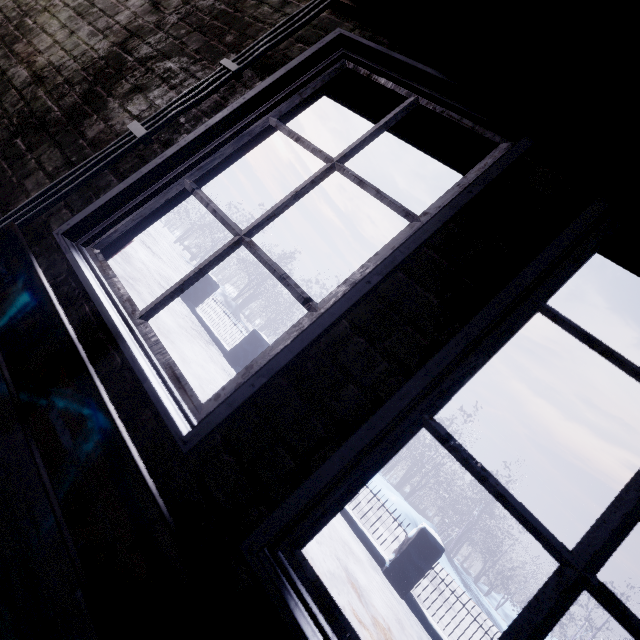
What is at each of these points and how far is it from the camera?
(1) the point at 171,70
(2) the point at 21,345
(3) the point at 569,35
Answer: (1) window, 1.4 meters
(2) bench, 0.7 meters
(3) beam, 0.9 meters

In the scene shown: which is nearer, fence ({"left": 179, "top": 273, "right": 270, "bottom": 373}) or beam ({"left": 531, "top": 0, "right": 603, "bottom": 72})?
beam ({"left": 531, "top": 0, "right": 603, "bottom": 72})

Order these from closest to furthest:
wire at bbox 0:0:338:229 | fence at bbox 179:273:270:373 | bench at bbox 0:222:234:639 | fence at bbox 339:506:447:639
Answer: bench at bbox 0:222:234:639 → wire at bbox 0:0:338:229 → fence at bbox 339:506:447:639 → fence at bbox 179:273:270:373

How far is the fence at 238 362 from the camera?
6.88m

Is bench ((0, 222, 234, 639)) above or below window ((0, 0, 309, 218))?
below

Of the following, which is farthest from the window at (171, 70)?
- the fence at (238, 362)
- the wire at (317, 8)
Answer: the fence at (238, 362)

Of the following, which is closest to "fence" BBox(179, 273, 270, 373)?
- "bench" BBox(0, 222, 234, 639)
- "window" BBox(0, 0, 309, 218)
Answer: "window" BBox(0, 0, 309, 218)
